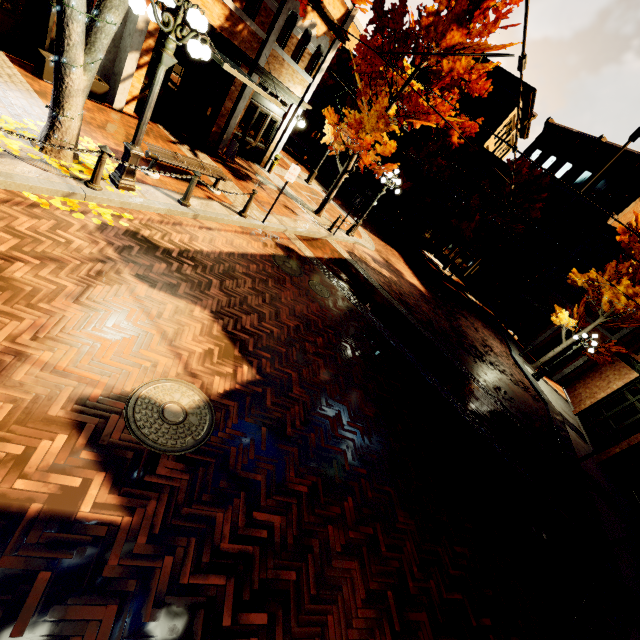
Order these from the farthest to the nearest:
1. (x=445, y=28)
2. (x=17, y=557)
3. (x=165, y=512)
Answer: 1. (x=445, y=28)
2. (x=165, y=512)
3. (x=17, y=557)

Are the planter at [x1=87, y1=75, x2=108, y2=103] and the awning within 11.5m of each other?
no

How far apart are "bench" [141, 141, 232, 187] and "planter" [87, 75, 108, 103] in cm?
317

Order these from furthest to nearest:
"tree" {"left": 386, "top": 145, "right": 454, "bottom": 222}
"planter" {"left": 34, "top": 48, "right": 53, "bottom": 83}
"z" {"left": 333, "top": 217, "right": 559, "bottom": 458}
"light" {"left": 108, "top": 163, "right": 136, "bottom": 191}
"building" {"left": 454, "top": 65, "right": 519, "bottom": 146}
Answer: "building" {"left": 454, "top": 65, "right": 519, "bottom": 146}
"tree" {"left": 386, "top": 145, "right": 454, "bottom": 222}
"z" {"left": 333, "top": 217, "right": 559, "bottom": 458}
"planter" {"left": 34, "top": 48, "right": 53, "bottom": 83}
"light" {"left": 108, "top": 163, "right": 136, "bottom": 191}

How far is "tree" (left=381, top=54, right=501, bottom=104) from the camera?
11.10m

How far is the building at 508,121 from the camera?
27.5 meters

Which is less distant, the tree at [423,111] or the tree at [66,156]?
the tree at [66,156]
